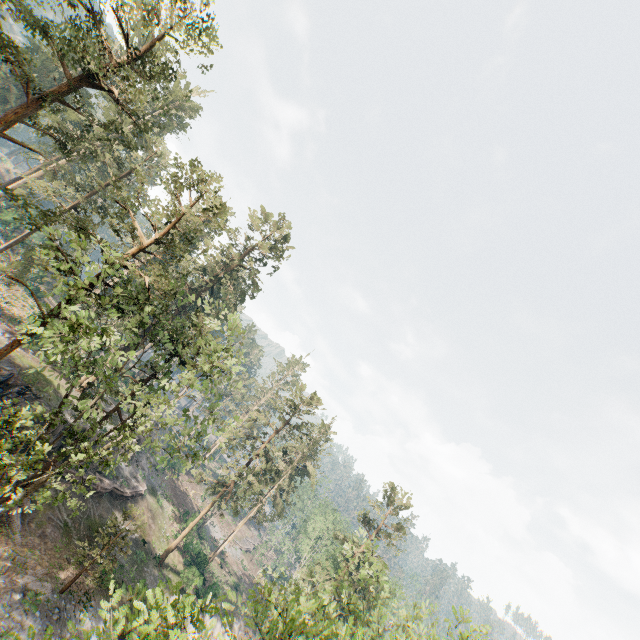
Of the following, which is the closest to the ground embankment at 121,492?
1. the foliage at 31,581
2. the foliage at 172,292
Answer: the foliage at 172,292

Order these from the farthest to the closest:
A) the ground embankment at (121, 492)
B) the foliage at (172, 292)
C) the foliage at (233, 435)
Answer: the ground embankment at (121, 492) → the foliage at (233, 435) → the foliage at (172, 292)

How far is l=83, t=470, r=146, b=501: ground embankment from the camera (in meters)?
30.91

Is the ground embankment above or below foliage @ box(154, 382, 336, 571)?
below

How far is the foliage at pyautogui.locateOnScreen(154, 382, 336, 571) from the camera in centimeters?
2314cm

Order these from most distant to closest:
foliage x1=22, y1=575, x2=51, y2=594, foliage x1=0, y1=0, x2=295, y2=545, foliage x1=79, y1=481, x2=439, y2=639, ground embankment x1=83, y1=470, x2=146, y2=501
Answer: ground embankment x1=83, y1=470, x2=146, y2=501 < foliage x1=22, y1=575, x2=51, y2=594 < foliage x1=0, y1=0, x2=295, y2=545 < foliage x1=79, y1=481, x2=439, y2=639

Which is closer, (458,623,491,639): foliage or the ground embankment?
(458,623,491,639): foliage

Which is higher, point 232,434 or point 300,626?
point 300,626
